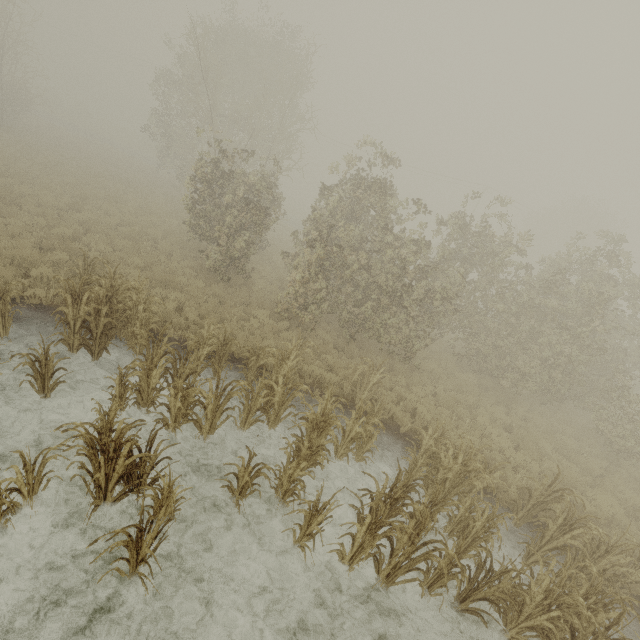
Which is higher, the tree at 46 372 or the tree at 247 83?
the tree at 247 83

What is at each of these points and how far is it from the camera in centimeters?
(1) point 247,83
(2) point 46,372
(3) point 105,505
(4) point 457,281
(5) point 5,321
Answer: (1) tree, 2708cm
(2) tree, 579cm
(3) tree, 482cm
(4) tree, 1334cm
(5) tree, 667cm

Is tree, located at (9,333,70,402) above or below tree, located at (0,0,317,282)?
below

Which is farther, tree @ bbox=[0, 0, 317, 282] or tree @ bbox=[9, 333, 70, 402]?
tree @ bbox=[0, 0, 317, 282]

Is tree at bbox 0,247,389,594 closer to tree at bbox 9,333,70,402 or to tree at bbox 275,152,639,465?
tree at bbox 9,333,70,402

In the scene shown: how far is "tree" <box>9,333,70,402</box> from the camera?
5.5m
